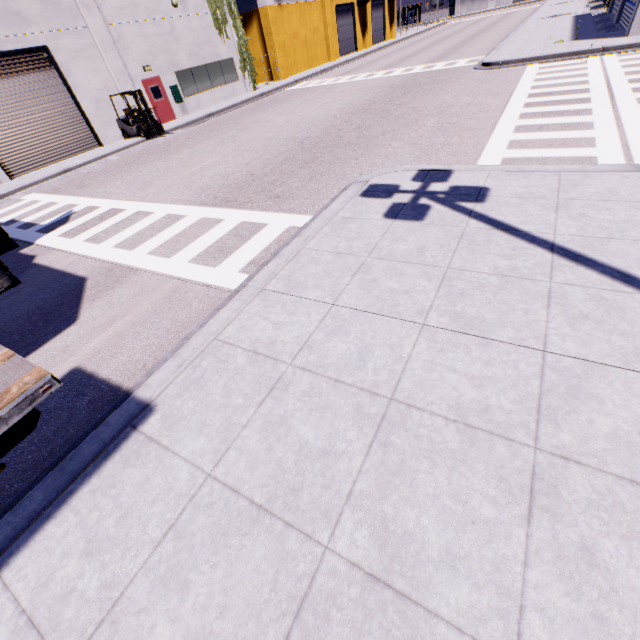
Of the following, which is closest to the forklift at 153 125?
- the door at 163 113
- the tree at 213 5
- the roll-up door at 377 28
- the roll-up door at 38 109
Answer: the roll-up door at 38 109

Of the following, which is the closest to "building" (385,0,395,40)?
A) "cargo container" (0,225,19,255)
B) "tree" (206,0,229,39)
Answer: "tree" (206,0,229,39)

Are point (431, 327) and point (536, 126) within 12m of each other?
yes

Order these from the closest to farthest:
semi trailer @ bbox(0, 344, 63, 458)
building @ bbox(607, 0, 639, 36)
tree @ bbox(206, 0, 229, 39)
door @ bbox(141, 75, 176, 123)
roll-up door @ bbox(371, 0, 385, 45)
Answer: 1. semi trailer @ bbox(0, 344, 63, 458)
2. building @ bbox(607, 0, 639, 36)
3. door @ bbox(141, 75, 176, 123)
4. tree @ bbox(206, 0, 229, 39)
5. roll-up door @ bbox(371, 0, 385, 45)

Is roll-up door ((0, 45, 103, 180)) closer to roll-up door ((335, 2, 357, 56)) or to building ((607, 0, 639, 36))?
building ((607, 0, 639, 36))

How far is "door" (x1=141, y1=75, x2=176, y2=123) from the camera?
19.8 meters

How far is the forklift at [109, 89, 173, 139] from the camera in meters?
17.1

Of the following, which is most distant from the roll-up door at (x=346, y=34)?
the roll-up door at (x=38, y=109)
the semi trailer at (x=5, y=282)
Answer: the roll-up door at (x=38, y=109)
